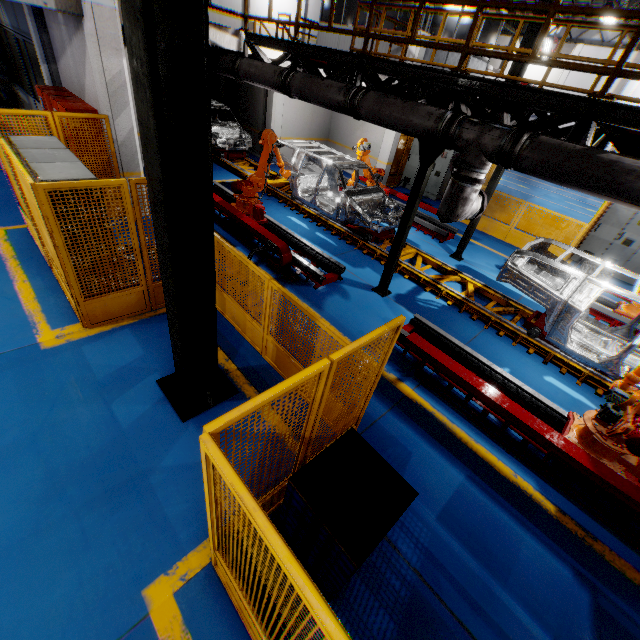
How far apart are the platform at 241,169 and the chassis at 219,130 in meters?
0.0

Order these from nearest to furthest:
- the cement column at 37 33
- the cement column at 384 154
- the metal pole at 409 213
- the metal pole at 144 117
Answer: the metal pole at 144 117
the metal pole at 409 213
the cement column at 37 33
the cement column at 384 154

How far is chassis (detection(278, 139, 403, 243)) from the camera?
9.0m

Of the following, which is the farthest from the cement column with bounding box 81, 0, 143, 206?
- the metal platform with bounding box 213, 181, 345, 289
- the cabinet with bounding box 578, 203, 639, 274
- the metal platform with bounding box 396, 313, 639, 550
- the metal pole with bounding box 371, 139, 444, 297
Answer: the cabinet with bounding box 578, 203, 639, 274

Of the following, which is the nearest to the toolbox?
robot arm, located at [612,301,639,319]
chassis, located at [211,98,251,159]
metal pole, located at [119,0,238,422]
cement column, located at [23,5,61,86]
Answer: metal pole, located at [119,0,238,422]

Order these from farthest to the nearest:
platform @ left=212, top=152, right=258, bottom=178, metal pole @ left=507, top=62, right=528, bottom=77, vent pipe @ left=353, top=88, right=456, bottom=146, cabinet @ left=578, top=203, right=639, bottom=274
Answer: platform @ left=212, top=152, right=258, bottom=178 < metal pole @ left=507, top=62, right=528, bottom=77 < cabinet @ left=578, top=203, right=639, bottom=274 < vent pipe @ left=353, top=88, right=456, bottom=146

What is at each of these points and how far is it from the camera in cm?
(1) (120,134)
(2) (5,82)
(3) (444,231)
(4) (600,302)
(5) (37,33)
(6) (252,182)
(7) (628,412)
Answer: (1) cement column, 721
(2) cement column, 1333
(3) metal platform, 1058
(4) metal platform, 871
(5) cement column, 805
(6) robot arm, 839
(7) robot arm, 416

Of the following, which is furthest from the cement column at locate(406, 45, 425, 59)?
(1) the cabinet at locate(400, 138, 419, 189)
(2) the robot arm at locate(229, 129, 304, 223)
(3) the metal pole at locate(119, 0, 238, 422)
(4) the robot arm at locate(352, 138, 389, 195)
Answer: (3) the metal pole at locate(119, 0, 238, 422)
